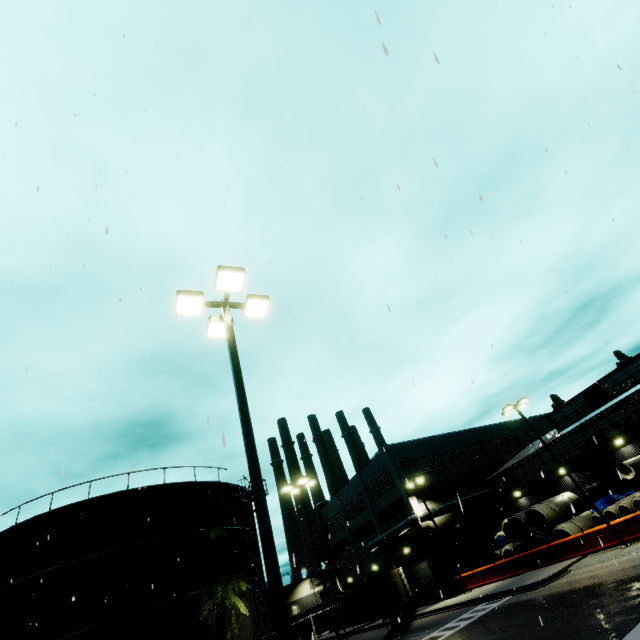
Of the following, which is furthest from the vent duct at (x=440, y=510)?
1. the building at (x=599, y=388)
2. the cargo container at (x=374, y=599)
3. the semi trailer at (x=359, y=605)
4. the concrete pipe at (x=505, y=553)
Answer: the concrete pipe at (x=505, y=553)

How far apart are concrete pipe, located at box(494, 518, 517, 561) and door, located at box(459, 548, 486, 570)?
4.90m

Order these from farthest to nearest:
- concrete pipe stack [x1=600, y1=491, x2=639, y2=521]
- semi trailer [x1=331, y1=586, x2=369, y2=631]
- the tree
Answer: semi trailer [x1=331, y1=586, x2=369, y2=631] → concrete pipe stack [x1=600, y1=491, x2=639, y2=521] → the tree

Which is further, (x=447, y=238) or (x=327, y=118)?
(x=327, y=118)

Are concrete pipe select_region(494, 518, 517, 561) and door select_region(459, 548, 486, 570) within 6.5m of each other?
yes

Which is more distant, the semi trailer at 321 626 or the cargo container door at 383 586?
the semi trailer at 321 626

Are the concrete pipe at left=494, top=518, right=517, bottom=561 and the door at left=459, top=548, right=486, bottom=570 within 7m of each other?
yes

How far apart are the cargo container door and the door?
11.9m
